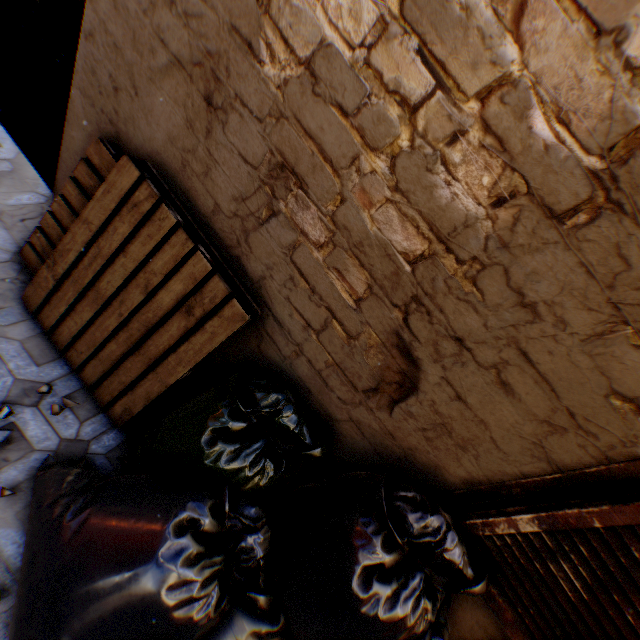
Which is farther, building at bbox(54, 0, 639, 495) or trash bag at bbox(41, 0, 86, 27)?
trash bag at bbox(41, 0, 86, 27)

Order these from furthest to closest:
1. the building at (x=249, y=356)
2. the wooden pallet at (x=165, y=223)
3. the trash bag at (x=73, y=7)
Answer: the trash bag at (x=73, y=7) < the wooden pallet at (x=165, y=223) < the building at (x=249, y=356)

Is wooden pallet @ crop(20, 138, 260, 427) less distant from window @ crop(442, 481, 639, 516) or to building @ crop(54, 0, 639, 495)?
building @ crop(54, 0, 639, 495)

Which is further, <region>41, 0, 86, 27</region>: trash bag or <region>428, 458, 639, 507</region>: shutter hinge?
<region>41, 0, 86, 27</region>: trash bag

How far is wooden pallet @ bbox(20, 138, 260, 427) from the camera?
1.6 meters

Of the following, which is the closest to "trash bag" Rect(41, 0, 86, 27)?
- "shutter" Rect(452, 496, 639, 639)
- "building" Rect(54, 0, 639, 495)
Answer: "building" Rect(54, 0, 639, 495)

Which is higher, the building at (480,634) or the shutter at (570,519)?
the shutter at (570,519)

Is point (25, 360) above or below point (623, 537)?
below
